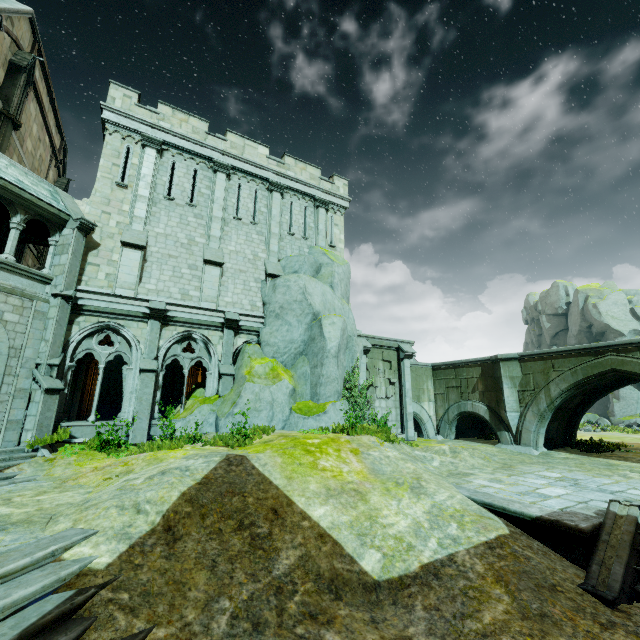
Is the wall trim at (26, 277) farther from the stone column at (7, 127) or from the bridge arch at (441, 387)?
the bridge arch at (441, 387)

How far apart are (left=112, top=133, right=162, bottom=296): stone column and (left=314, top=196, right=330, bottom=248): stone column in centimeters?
865cm

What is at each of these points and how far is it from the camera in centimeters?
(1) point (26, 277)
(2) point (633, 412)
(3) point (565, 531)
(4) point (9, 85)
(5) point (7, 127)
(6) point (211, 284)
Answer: (1) wall trim, 1150cm
(2) rock, 3359cm
(3) wall trim, 637cm
(4) merlon, 1457cm
(5) stone column, 1435cm
(6) stone column, 1529cm

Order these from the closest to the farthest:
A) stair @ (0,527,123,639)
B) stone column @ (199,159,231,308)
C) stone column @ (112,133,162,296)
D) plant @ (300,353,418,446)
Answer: stair @ (0,527,123,639)
plant @ (300,353,418,446)
stone column @ (112,133,162,296)
stone column @ (199,159,231,308)

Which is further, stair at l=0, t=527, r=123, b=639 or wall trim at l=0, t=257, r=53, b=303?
wall trim at l=0, t=257, r=53, b=303

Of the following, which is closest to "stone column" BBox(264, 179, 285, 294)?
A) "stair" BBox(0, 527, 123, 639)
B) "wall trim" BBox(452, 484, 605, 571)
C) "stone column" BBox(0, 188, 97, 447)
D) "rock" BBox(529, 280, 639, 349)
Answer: "stone column" BBox(0, 188, 97, 447)

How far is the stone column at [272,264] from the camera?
17.0m

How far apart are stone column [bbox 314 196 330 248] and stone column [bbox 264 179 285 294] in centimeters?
202cm
